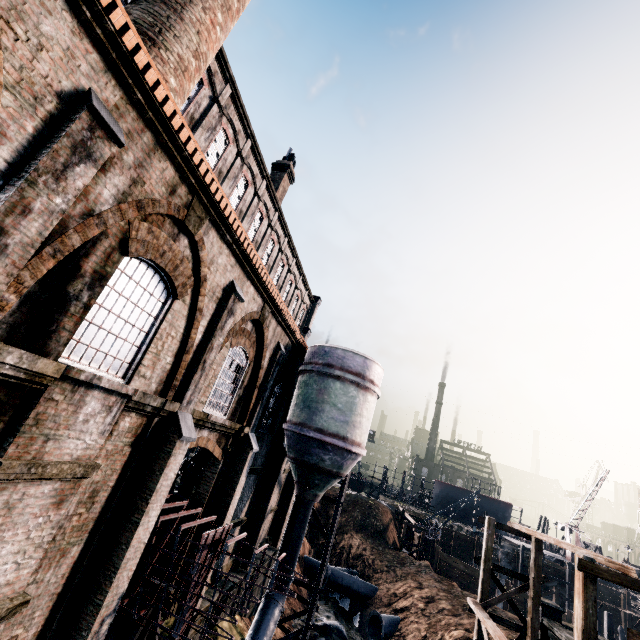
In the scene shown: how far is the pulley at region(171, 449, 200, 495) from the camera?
16.06m

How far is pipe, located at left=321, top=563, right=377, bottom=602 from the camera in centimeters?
2867cm

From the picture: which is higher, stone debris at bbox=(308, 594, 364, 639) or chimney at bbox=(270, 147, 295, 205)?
chimney at bbox=(270, 147, 295, 205)

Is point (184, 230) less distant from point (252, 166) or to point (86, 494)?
point (86, 494)

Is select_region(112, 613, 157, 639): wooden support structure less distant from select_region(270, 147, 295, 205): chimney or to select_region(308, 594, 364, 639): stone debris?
select_region(308, 594, 364, 639): stone debris

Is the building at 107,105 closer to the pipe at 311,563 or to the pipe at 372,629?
the pipe at 311,563

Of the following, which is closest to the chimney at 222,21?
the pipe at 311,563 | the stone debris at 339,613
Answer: the stone debris at 339,613

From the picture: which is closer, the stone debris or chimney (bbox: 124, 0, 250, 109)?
chimney (bbox: 124, 0, 250, 109)
